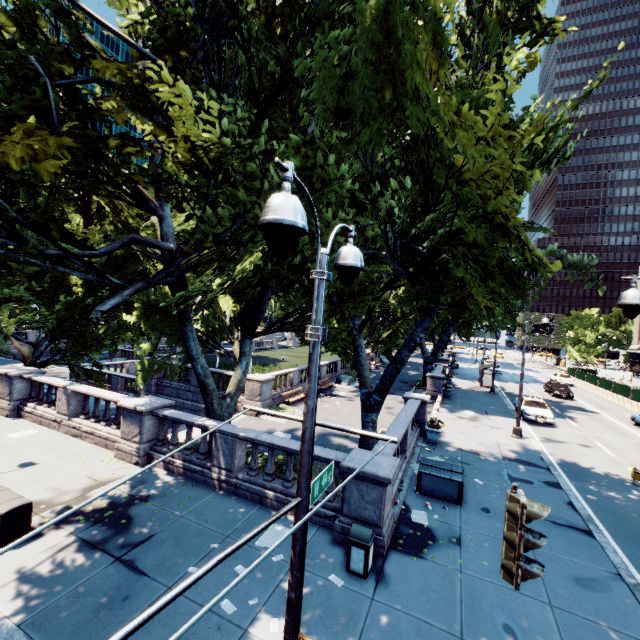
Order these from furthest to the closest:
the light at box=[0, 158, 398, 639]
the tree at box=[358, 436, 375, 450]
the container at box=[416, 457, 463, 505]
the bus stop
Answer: the bus stop
the tree at box=[358, 436, 375, 450]
the container at box=[416, 457, 463, 505]
the light at box=[0, 158, 398, 639]

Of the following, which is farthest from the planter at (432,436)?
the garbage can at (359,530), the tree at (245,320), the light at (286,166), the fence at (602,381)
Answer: A: the fence at (602,381)

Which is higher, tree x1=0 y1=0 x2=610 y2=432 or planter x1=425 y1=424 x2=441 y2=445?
tree x1=0 y1=0 x2=610 y2=432

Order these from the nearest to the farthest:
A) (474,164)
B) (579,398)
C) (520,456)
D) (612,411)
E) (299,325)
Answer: (474,164) < (299,325) < (520,456) < (612,411) < (579,398)

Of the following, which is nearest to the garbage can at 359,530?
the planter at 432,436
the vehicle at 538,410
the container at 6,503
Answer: the container at 6,503

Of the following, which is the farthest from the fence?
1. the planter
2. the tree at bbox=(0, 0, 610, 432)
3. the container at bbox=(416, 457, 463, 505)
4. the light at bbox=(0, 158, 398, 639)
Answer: the light at bbox=(0, 158, 398, 639)

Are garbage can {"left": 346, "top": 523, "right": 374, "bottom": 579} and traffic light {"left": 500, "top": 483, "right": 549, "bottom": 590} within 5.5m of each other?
yes

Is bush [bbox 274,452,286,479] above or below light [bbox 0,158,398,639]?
below
